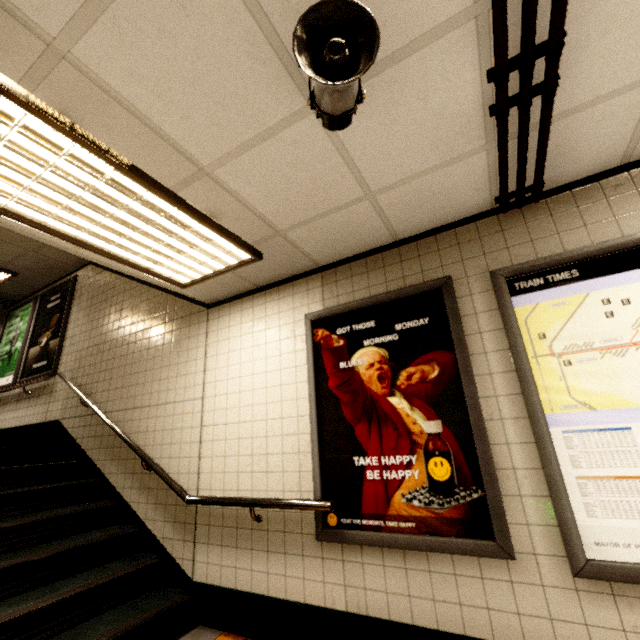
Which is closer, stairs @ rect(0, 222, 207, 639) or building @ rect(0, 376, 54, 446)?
stairs @ rect(0, 222, 207, 639)

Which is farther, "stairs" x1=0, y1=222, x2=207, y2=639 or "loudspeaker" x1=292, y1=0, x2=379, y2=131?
"stairs" x1=0, y1=222, x2=207, y2=639

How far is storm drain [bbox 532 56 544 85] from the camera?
1.4m

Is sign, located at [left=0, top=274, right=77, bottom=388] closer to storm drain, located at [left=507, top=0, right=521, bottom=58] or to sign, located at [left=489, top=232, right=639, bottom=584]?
storm drain, located at [left=507, top=0, right=521, bottom=58]

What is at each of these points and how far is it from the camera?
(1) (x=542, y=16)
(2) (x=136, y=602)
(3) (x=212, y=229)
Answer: (1) storm drain, 1.3 meters
(2) stairs, 2.7 meters
(3) fluorescent light, 2.3 meters

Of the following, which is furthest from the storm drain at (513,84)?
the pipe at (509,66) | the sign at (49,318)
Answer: the sign at (49,318)

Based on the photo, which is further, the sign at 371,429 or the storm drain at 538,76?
the sign at 371,429

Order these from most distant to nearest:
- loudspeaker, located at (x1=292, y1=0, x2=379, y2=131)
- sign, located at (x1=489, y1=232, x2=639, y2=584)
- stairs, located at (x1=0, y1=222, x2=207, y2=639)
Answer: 1. stairs, located at (x1=0, y1=222, x2=207, y2=639)
2. sign, located at (x1=489, y1=232, x2=639, y2=584)
3. loudspeaker, located at (x1=292, y1=0, x2=379, y2=131)
